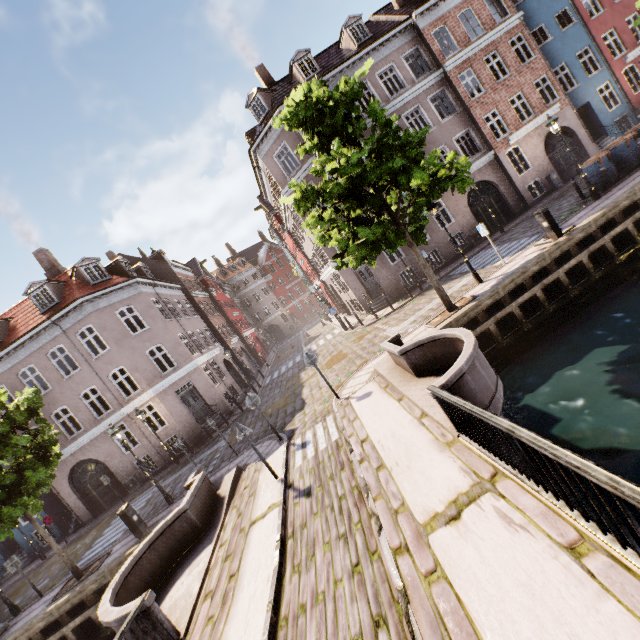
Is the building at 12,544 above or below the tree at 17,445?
below

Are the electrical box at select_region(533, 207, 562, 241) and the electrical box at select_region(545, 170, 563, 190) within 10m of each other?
no

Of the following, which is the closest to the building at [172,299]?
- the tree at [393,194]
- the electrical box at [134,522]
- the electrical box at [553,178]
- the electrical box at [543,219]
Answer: the electrical box at [553,178]

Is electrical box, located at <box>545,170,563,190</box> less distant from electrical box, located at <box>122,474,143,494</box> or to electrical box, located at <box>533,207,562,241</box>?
electrical box, located at <box>533,207,562,241</box>

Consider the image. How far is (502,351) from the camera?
11.11m

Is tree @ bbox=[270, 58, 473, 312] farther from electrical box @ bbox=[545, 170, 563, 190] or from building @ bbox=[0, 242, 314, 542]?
electrical box @ bbox=[545, 170, 563, 190]

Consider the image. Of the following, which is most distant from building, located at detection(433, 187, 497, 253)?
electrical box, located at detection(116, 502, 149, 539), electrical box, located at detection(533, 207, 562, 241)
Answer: electrical box, located at detection(533, 207, 562, 241)

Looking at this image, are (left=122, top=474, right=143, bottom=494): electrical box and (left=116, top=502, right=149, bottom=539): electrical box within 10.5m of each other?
yes
